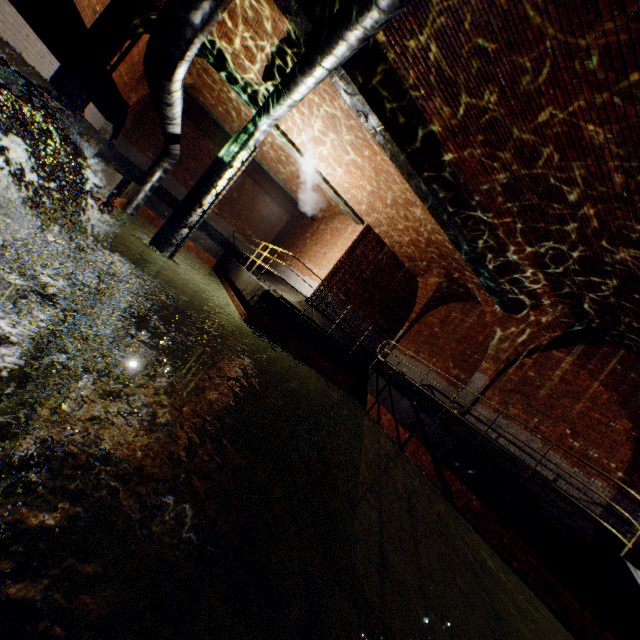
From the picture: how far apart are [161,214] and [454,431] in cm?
1660

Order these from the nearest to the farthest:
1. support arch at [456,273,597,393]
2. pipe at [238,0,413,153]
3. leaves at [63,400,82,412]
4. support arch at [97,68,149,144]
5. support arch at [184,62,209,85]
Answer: leaves at [63,400,82,412] → pipe at [238,0,413,153] → support arch at [456,273,597,393] → support arch at [184,62,209,85] → support arch at [97,68,149,144]

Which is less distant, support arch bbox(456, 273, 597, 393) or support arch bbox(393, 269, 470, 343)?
support arch bbox(456, 273, 597, 393)

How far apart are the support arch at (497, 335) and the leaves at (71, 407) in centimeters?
1033cm

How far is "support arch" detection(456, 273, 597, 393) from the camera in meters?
9.0

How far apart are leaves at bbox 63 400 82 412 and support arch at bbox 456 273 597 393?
10.3 meters

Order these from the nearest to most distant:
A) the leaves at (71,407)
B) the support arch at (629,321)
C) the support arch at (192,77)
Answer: the leaves at (71,407)
the support arch at (629,321)
the support arch at (192,77)

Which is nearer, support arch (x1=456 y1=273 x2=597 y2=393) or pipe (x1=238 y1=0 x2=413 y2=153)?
pipe (x1=238 y1=0 x2=413 y2=153)
